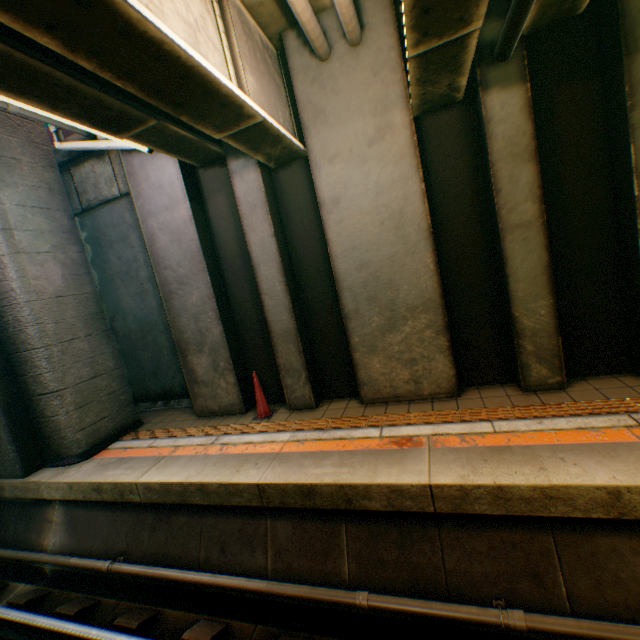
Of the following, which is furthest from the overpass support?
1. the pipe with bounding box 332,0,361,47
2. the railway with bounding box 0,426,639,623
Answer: the pipe with bounding box 332,0,361,47

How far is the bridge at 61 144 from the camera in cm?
520

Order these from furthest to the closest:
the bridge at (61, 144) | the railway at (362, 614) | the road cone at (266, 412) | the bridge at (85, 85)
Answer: the road cone at (266, 412) < the bridge at (61, 144) < the railway at (362, 614) < the bridge at (85, 85)

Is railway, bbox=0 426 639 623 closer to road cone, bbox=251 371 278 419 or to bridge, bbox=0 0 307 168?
road cone, bbox=251 371 278 419

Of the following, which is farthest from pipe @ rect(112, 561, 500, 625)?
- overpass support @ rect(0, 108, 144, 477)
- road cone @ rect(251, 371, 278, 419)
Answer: road cone @ rect(251, 371, 278, 419)

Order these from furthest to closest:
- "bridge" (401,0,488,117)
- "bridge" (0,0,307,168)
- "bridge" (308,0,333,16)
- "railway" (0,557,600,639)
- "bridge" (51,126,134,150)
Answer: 1. "bridge" (51,126,134,150)
2. "bridge" (308,0,333,16)
3. "railway" (0,557,600,639)
4. "bridge" (401,0,488,117)
5. "bridge" (0,0,307,168)

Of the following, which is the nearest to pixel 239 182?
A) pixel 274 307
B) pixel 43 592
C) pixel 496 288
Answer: pixel 274 307
